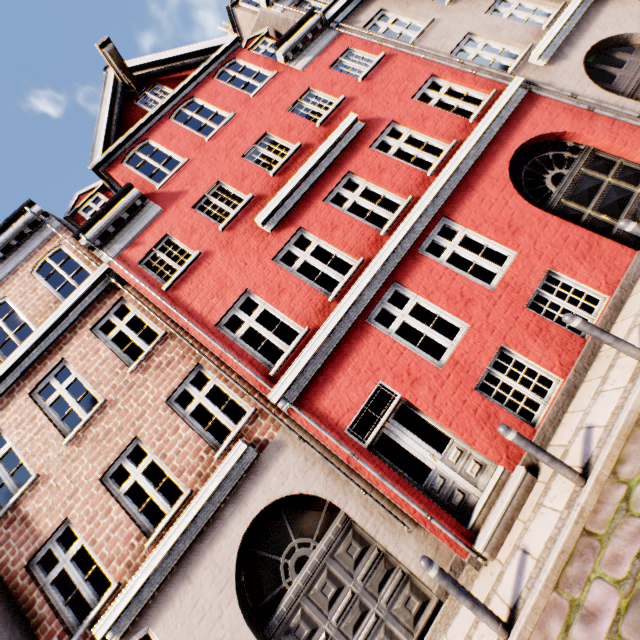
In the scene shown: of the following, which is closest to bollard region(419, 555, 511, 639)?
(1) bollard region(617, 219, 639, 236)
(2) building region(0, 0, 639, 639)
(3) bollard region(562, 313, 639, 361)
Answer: (2) building region(0, 0, 639, 639)

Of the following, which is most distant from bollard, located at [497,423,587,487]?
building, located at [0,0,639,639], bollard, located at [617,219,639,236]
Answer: bollard, located at [617,219,639,236]

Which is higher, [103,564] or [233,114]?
[233,114]

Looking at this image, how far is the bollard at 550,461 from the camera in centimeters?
408cm

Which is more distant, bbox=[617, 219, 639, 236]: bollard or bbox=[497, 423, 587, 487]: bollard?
bbox=[617, 219, 639, 236]: bollard

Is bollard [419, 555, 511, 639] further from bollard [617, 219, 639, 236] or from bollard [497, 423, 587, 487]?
bollard [617, 219, 639, 236]

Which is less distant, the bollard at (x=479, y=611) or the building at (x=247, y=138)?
the bollard at (x=479, y=611)
